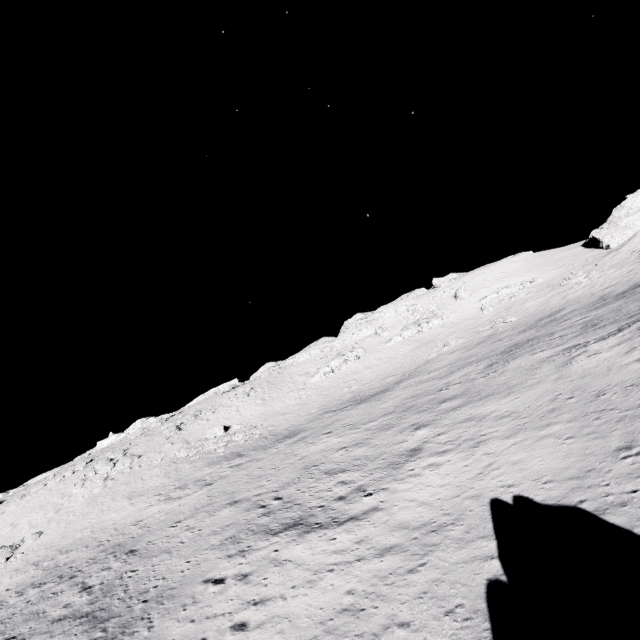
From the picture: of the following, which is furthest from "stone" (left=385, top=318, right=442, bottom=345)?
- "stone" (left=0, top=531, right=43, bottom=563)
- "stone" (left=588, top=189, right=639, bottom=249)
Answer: "stone" (left=0, top=531, right=43, bottom=563)

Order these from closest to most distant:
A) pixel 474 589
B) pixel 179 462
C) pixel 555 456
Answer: pixel 474 589
pixel 555 456
pixel 179 462

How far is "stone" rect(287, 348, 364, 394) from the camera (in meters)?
52.72

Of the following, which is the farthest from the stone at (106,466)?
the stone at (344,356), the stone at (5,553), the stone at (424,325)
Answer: the stone at (424,325)

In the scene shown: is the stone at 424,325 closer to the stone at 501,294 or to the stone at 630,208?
the stone at 501,294

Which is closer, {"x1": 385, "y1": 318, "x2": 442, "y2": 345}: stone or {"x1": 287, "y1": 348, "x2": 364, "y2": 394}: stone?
{"x1": 287, "y1": 348, "x2": 364, "y2": 394}: stone

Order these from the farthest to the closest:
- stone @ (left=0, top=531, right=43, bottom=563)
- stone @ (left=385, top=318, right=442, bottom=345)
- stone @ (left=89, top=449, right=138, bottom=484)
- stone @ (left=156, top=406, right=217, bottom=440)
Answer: stone @ (left=385, top=318, right=442, bottom=345), stone @ (left=156, top=406, right=217, bottom=440), stone @ (left=89, top=449, right=138, bottom=484), stone @ (left=0, top=531, right=43, bottom=563)

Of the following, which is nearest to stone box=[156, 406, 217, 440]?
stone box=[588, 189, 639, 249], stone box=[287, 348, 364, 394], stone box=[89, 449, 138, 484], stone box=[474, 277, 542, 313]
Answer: stone box=[89, 449, 138, 484]
